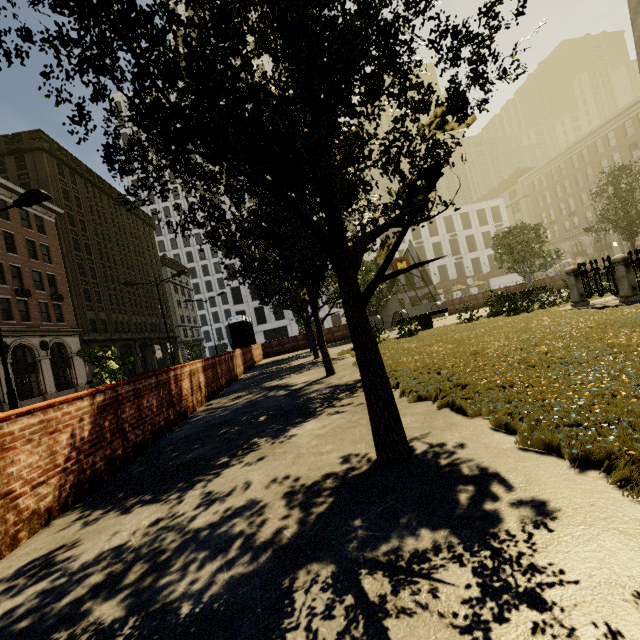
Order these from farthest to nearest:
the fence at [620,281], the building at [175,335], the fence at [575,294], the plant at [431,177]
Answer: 1. the building at [175,335]
2. the fence at [575,294]
3. the fence at [620,281]
4. the plant at [431,177]

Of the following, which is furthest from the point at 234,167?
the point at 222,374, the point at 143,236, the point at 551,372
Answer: the point at 143,236

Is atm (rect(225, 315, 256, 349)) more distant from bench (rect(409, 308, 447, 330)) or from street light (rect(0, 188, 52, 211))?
street light (rect(0, 188, 52, 211))

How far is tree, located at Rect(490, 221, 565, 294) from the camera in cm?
2395

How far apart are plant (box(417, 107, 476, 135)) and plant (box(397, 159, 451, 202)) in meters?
0.7 m

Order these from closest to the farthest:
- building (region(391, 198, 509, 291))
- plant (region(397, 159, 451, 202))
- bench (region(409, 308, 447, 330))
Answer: plant (region(397, 159, 451, 202)), bench (region(409, 308, 447, 330)), building (region(391, 198, 509, 291))

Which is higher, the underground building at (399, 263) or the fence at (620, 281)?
the underground building at (399, 263)

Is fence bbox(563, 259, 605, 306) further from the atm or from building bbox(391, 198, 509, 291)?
building bbox(391, 198, 509, 291)
